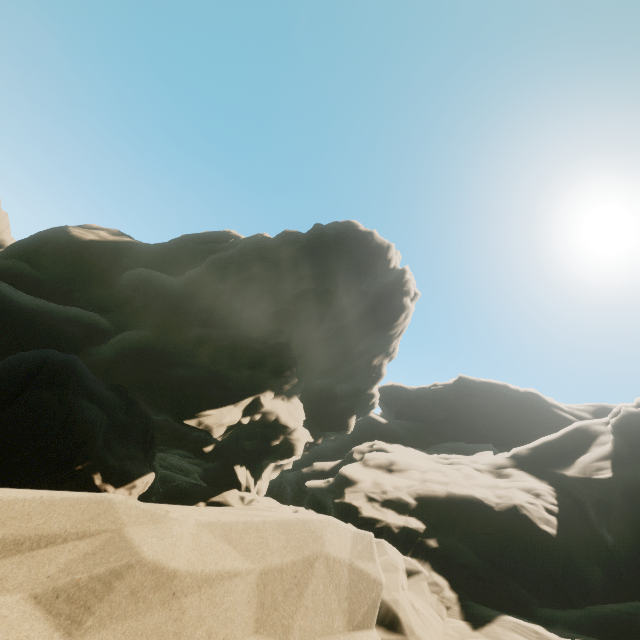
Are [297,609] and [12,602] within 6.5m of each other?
yes
